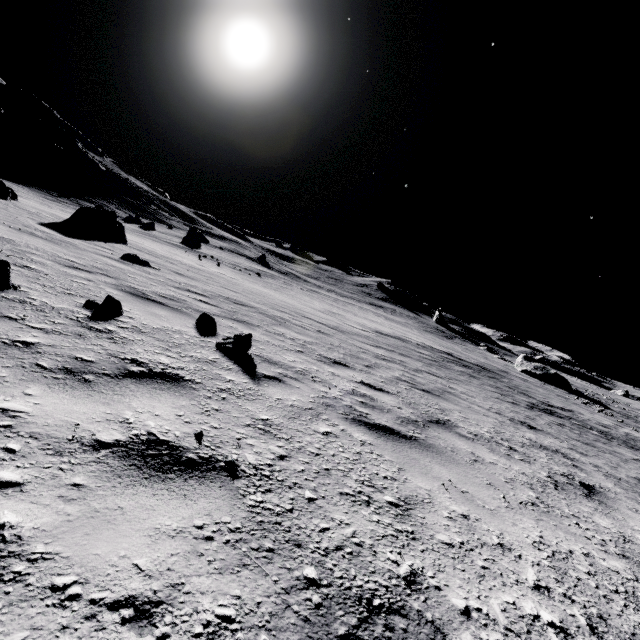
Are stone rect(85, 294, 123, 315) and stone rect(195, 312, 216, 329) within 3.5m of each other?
yes

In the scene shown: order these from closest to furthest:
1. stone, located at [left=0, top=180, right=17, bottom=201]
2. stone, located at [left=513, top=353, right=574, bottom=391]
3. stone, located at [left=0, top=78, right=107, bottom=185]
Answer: stone, located at [left=0, top=180, right=17, bottom=201]
stone, located at [left=513, top=353, right=574, bottom=391]
stone, located at [left=0, top=78, right=107, bottom=185]

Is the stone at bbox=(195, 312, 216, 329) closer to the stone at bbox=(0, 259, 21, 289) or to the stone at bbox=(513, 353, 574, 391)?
the stone at bbox=(0, 259, 21, 289)

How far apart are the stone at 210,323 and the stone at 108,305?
1.1 meters

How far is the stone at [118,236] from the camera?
11.61m

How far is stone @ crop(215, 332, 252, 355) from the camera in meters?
4.0 m

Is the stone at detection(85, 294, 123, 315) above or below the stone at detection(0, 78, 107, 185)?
below

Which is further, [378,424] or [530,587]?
[378,424]
